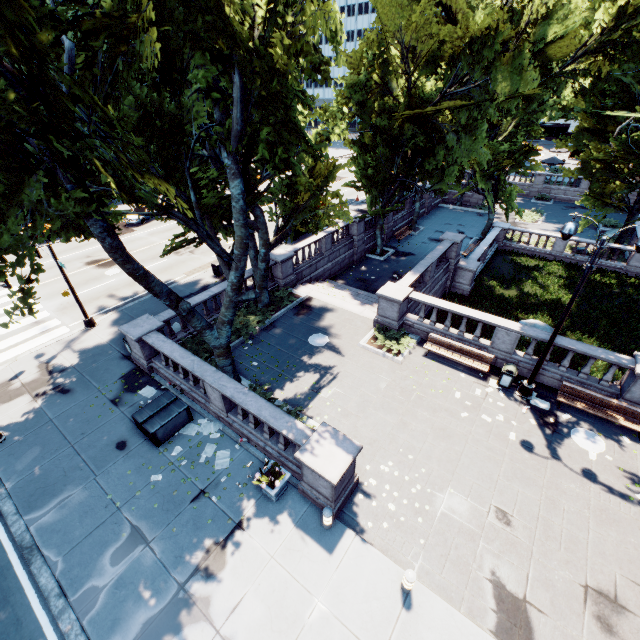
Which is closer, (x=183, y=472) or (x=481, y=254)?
(x=183, y=472)

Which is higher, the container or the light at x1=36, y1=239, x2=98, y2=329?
the container

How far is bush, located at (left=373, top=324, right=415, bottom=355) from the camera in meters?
15.9

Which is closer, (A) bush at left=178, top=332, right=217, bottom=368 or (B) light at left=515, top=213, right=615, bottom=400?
(B) light at left=515, top=213, right=615, bottom=400

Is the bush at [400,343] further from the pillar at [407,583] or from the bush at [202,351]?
the pillar at [407,583]

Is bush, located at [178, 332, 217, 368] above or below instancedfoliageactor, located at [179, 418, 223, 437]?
above

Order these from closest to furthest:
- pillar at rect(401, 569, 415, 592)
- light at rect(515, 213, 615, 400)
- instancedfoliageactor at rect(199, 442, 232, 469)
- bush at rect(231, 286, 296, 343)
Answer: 1. pillar at rect(401, 569, 415, 592)
2. light at rect(515, 213, 615, 400)
3. instancedfoliageactor at rect(199, 442, 232, 469)
4. bush at rect(231, 286, 296, 343)

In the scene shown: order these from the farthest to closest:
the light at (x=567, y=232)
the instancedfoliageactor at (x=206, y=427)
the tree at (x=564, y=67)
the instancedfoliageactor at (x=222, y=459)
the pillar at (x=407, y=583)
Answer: the instancedfoliageactor at (x=206, y=427) < the instancedfoliageactor at (x=222, y=459) < the light at (x=567, y=232) < the pillar at (x=407, y=583) < the tree at (x=564, y=67)
